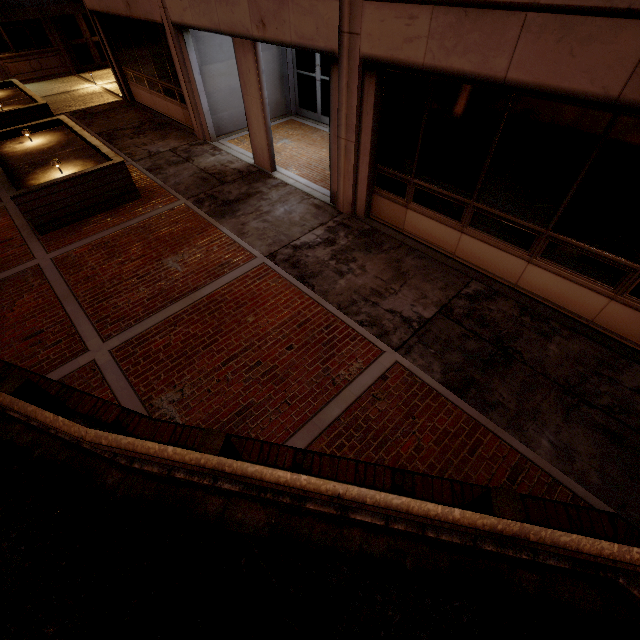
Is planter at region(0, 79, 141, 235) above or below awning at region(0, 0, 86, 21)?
below

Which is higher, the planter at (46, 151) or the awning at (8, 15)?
the awning at (8, 15)

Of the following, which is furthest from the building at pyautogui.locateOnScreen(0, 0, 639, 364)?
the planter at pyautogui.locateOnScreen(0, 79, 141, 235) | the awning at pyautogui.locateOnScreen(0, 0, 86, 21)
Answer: the awning at pyautogui.locateOnScreen(0, 0, 86, 21)

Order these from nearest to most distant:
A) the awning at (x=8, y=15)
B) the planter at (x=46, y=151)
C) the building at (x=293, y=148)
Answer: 1. the building at (x=293, y=148)
2. the planter at (x=46, y=151)
3. the awning at (x=8, y=15)

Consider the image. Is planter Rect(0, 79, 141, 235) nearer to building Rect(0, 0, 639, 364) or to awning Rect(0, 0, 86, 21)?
building Rect(0, 0, 639, 364)

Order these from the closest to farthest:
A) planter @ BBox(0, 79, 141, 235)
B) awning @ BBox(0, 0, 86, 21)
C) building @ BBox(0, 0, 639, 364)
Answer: building @ BBox(0, 0, 639, 364), planter @ BBox(0, 79, 141, 235), awning @ BBox(0, 0, 86, 21)

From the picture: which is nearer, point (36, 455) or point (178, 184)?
point (36, 455)

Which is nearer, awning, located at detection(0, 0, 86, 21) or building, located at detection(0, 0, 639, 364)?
building, located at detection(0, 0, 639, 364)
